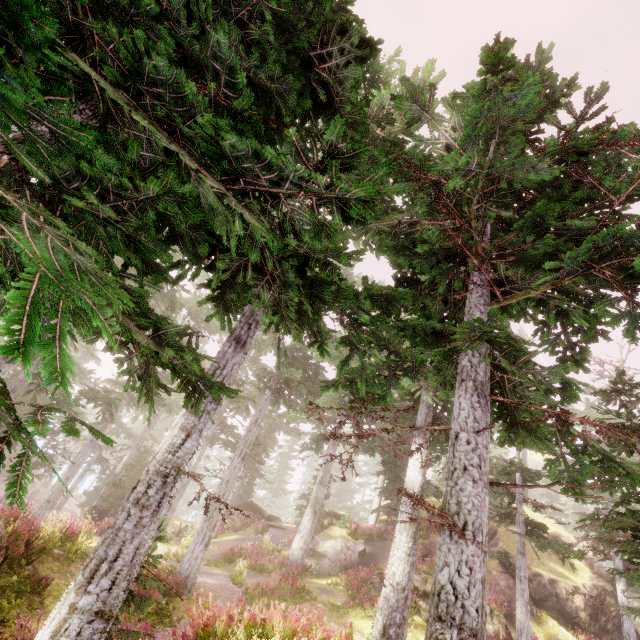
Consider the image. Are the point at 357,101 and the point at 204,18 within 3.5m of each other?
yes

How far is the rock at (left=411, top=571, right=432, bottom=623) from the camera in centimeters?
1540cm

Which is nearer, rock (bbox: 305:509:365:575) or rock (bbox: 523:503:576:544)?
rock (bbox: 305:509:365:575)

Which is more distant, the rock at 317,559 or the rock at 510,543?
the rock at 510,543

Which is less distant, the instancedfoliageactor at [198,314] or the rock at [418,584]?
the instancedfoliageactor at [198,314]

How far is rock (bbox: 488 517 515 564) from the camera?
24.4 meters
